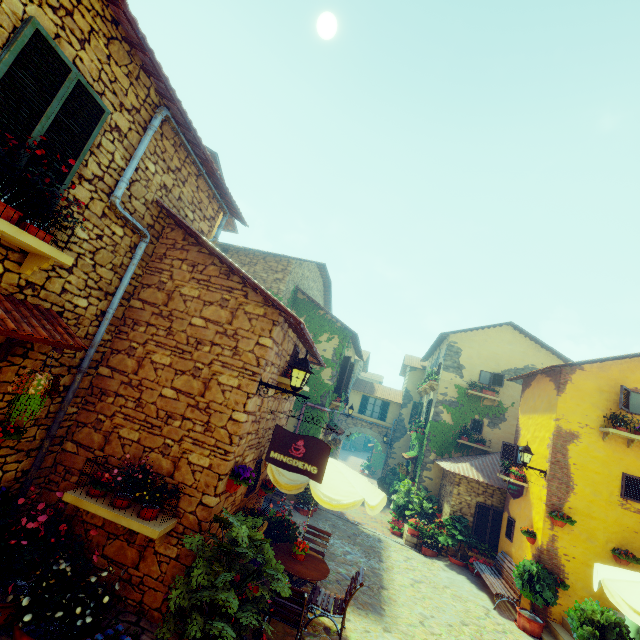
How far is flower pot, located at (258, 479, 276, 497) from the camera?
7.60m

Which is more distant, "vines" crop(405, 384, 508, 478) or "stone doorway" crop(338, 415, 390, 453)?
"stone doorway" crop(338, 415, 390, 453)

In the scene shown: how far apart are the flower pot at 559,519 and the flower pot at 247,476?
9.2 meters

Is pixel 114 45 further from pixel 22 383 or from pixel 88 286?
pixel 22 383

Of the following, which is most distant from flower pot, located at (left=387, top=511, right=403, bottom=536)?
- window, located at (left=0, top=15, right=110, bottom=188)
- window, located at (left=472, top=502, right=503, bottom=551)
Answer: window, located at (left=0, top=15, right=110, bottom=188)

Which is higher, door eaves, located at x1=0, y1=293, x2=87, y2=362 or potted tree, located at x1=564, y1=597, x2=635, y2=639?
door eaves, located at x1=0, y1=293, x2=87, y2=362

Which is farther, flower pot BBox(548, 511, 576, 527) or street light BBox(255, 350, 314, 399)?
flower pot BBox(548, 511, 576, 527)

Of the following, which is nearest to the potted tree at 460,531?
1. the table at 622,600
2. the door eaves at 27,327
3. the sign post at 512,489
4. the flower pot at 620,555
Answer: the sign post at 512,489
